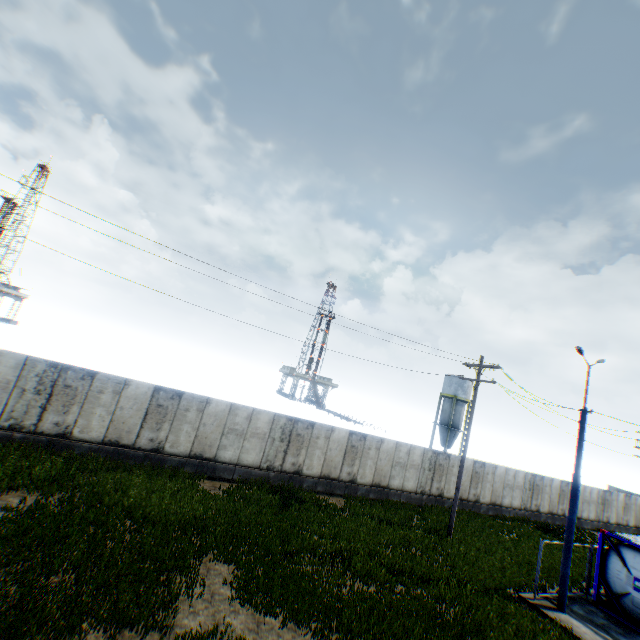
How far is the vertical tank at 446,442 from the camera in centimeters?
4706cm

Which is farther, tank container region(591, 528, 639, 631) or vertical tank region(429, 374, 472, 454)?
vertical tank region(429, 374, 472, 454)

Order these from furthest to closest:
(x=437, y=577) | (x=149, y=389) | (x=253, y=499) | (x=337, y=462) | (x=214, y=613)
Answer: (x=337, y=462) → (x=149, y=389) → (x=253, y=499) → (x=437, y=577) → (x=214, y=613)

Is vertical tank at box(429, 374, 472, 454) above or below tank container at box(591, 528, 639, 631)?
above

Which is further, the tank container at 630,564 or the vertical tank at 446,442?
the vertical tank at 446,442

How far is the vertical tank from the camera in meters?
47.1 m
